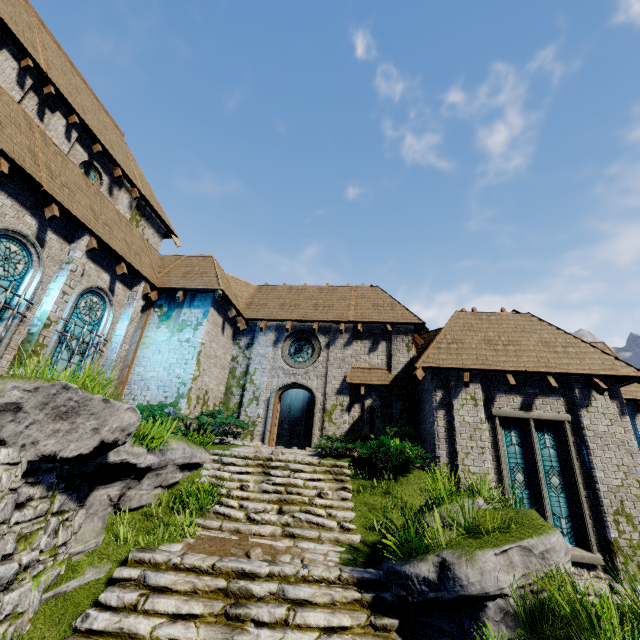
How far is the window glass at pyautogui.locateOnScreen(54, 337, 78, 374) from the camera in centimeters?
1041cm

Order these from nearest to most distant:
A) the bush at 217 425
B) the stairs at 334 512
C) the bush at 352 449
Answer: the stairs at 334 512 → the bush at 352 449 → the bush at 217 425

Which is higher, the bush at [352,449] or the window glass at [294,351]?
the window glass at [294,351]

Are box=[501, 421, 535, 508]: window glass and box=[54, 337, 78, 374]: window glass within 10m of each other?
no

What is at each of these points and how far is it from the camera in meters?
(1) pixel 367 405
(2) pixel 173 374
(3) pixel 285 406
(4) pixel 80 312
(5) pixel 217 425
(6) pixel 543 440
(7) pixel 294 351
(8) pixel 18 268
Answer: (1) window slit, 14.0 m
(2) building, 12.7 m
(3) building, 19.8 m
(4) window glass, 11.1 m
(5) bush, 11.5 m
(6) window glass, 10.3 m
(7) window glass, 15.9 m
(8) window glass, 9.1 m

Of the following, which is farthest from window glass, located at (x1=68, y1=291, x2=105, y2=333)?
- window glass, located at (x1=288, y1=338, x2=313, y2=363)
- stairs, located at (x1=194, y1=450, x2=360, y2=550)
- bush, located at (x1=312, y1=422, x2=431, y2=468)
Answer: bush, located at (x1=312, y1=422, x2=431, y2=468)

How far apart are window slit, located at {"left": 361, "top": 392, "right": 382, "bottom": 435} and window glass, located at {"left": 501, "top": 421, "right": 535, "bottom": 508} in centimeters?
454cm

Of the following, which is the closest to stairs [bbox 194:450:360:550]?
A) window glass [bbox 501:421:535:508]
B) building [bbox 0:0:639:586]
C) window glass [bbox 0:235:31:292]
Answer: building [bbox 0:0:639:586]
